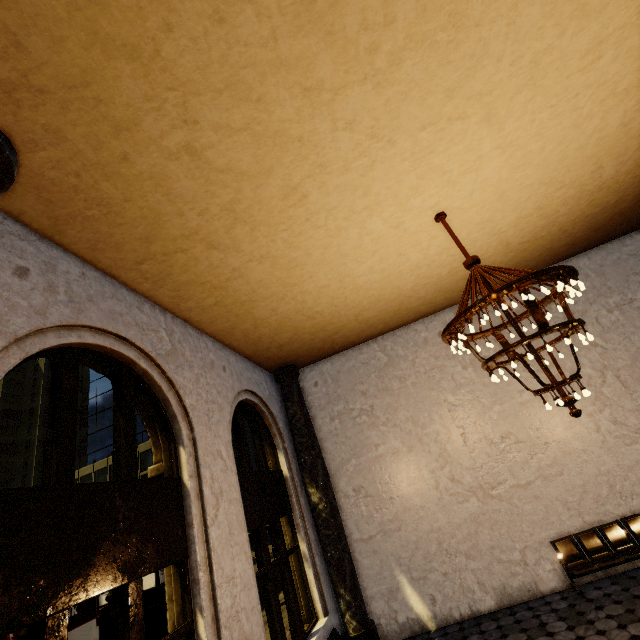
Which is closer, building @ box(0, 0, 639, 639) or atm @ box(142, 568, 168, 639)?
building @ box(0, 0, 639, 639)

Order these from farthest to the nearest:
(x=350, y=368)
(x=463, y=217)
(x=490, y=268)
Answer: (x=350, y=368) → (x=463, y=217) → (x=490, y=268)

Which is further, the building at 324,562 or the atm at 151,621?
the atm at 151,621
